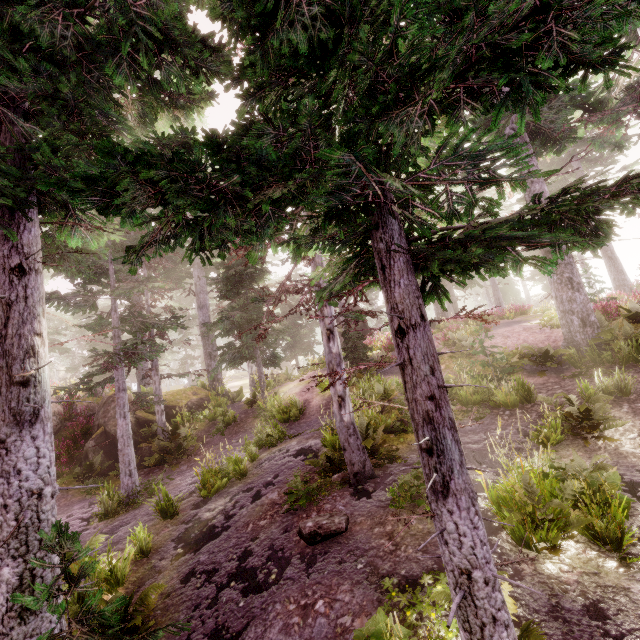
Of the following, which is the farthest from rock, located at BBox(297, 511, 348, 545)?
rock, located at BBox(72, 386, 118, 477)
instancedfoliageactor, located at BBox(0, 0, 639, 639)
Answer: rock, located at BBox(72, 386, 118, 477)

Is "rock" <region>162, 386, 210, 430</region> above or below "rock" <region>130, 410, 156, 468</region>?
above

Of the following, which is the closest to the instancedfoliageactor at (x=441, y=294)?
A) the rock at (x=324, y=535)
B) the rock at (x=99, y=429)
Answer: the rock at (x=99, y=429)

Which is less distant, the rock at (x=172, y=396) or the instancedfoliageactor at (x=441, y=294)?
the instancedfoliageactor at (x=441, y=294)

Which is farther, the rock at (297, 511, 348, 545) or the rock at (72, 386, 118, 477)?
the rock at (72, 386, 118, 477)

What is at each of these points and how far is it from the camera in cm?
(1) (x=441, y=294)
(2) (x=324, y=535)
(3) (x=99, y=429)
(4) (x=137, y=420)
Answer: (1) instancedfoliageactor, 357
(2) rock, 589
(3) rock, 1482
(4) rock, 1541
